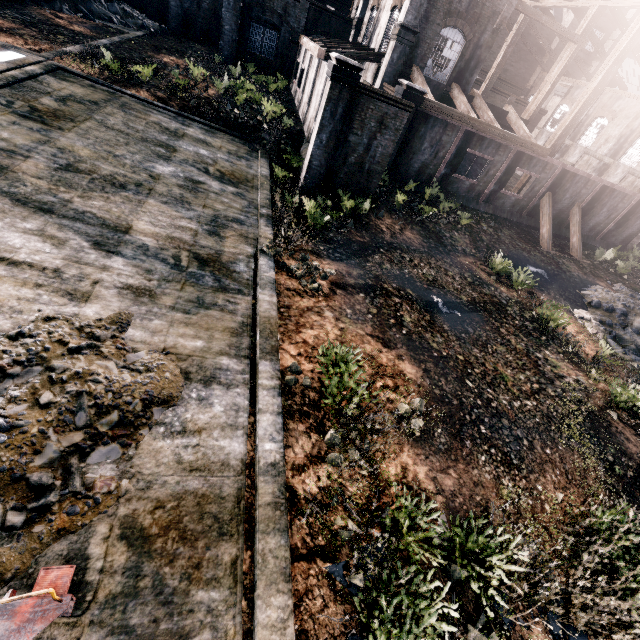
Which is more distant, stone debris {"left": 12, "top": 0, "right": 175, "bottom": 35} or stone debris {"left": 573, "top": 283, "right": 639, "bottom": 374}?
stone debris {"left": 12, "top": 0, "right": 175, "bottom": 35}

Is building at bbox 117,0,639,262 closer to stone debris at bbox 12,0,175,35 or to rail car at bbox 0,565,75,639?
stone debris at bbox 12,0,175,35

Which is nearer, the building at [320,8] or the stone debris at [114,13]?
the building at [320,8]

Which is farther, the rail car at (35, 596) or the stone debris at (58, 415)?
the stone debris at (58, 415)

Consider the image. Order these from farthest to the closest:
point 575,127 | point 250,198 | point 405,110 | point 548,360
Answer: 1. point 575,127
2. point 405,110
3. point 250,198
4. point 548,360

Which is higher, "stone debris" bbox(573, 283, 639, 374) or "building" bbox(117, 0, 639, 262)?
"building" bbox(117, 0, 639, 262)

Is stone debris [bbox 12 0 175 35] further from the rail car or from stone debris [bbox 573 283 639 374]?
stone debris [bbox 573 283 639 374]

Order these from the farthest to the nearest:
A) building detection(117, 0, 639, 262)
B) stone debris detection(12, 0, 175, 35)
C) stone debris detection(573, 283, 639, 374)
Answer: stone debris detection(12, 0, 175, 35) → building detection(117, 0, 639, 262) → stone debris detection(573, 283, 639, 374)
